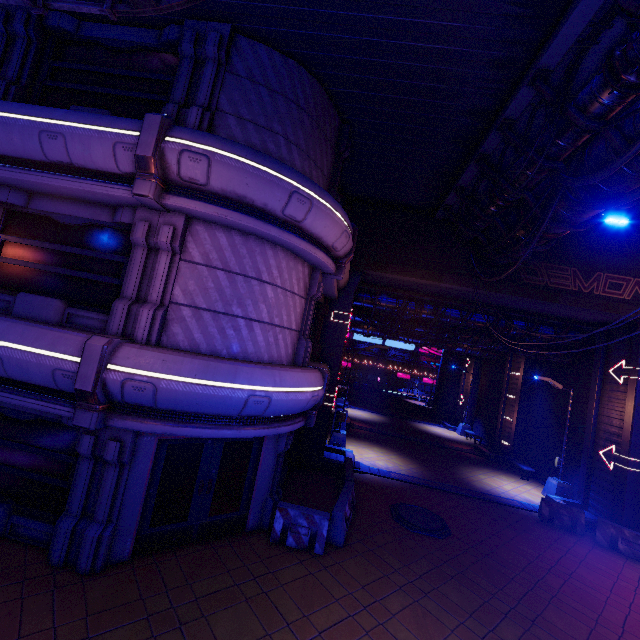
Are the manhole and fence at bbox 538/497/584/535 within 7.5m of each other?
yes

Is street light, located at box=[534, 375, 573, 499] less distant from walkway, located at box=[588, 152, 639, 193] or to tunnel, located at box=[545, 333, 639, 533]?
tunnel, located at box=[545, 333, 639, 533]

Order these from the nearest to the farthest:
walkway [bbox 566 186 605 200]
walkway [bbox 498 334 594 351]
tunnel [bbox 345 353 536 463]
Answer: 1. walkway [bbox 566 186 605 200]
2. walkway [bbox 498 334 594 351]
3. tunnel [bbox 345 353 536 463]

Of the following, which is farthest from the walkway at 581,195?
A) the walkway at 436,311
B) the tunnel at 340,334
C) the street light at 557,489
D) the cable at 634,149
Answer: the street light at 557,489

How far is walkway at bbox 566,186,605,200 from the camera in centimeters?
829cm

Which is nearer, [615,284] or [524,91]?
[524,91]

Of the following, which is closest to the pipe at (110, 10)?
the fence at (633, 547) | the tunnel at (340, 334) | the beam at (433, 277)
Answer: the beam at (433, 277)

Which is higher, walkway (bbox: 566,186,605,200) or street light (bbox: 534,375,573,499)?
walkway (bbox: 566,186,605,200)
